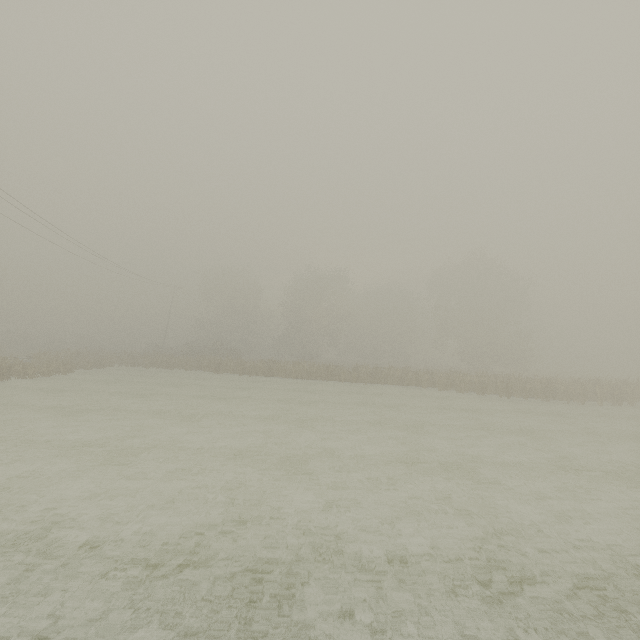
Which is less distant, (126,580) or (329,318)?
(126,580)
